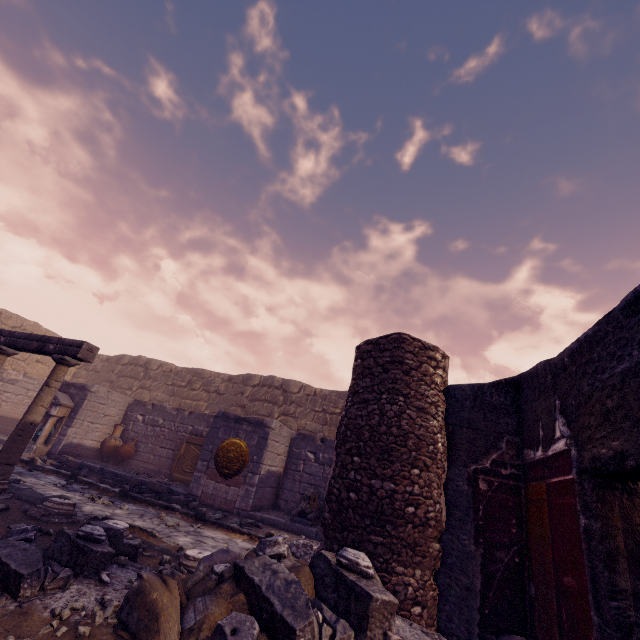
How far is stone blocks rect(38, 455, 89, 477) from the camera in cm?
912

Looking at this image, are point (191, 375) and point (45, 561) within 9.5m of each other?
no

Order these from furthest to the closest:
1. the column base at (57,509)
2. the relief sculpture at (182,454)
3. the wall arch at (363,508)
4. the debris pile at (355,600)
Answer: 1. the relief sculpture at (182,454)
2. the column base at (57,509)
3. the wall arch at (363,508)
4. the debris pile at (355,600)

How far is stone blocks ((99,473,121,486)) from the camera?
8.5 meters

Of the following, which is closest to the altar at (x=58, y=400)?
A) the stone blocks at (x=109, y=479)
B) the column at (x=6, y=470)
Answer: the stone blocks at (x=109, y=479)

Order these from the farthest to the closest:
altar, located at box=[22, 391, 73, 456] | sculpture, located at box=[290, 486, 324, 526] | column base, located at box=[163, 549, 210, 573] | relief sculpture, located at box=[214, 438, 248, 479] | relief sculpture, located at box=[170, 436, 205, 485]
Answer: relief sculpture, located at box=[170, 436, 205, 485] < altar, located at box=[22, 391, 73, 456] < relief sculpture, located at box=[214, 438, 248, 479] < sculpture, located at box=[290, 486, 324, 526] < column base, located at box=[163, 549, 210, 573]

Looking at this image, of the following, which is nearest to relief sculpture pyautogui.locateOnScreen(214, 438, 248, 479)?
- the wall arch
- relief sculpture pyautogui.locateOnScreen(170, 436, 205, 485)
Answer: relief sculpture pyautogui.locateOnScreen(170, 436, 205, 485)

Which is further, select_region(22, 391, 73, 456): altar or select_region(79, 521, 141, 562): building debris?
select_region(22, 391, 73, 456): altar
